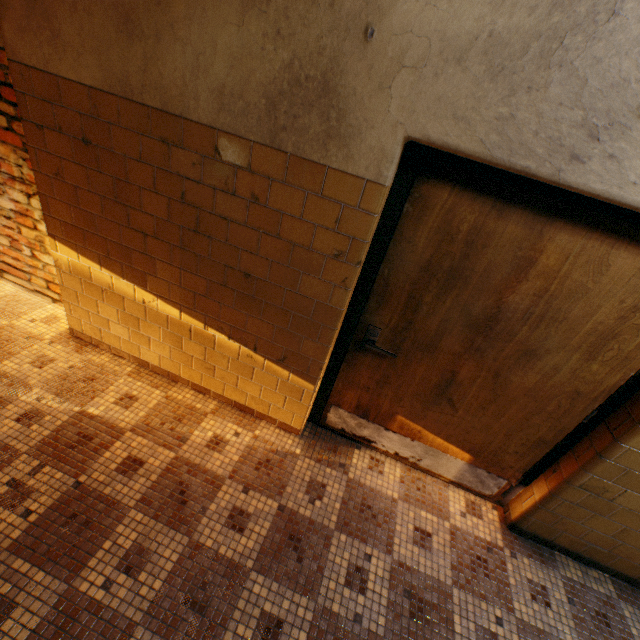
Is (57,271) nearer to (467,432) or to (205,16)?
(205,16)
